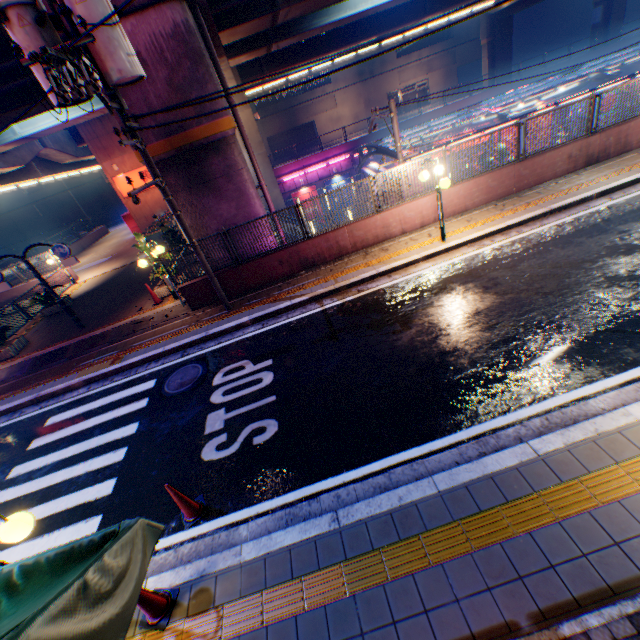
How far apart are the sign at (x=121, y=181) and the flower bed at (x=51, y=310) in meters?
12.6

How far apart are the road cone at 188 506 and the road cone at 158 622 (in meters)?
0.81

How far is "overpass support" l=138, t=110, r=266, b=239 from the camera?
10.03m

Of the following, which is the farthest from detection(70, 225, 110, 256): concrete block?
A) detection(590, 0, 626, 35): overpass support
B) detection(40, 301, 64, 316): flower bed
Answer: detection(590, 0, 626, 35): overpass support

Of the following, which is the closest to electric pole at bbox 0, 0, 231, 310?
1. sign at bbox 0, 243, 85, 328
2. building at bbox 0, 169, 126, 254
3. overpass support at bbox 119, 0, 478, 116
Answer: overpass support at bbox 119, 0, 478, 116

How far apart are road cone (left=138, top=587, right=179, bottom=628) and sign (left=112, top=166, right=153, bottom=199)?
27.2m

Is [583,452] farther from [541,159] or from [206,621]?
[541,159]

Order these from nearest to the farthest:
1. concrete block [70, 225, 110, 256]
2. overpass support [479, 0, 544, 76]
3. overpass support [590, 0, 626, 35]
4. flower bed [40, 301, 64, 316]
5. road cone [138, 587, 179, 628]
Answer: road cone [138, 587, 179, 628], flower bed [40, 301, 64, 316], concrete block [70, 225, 110, 256], overpass support [479, 0, 544, 76], overpass support [590, 0, 626, 35]
